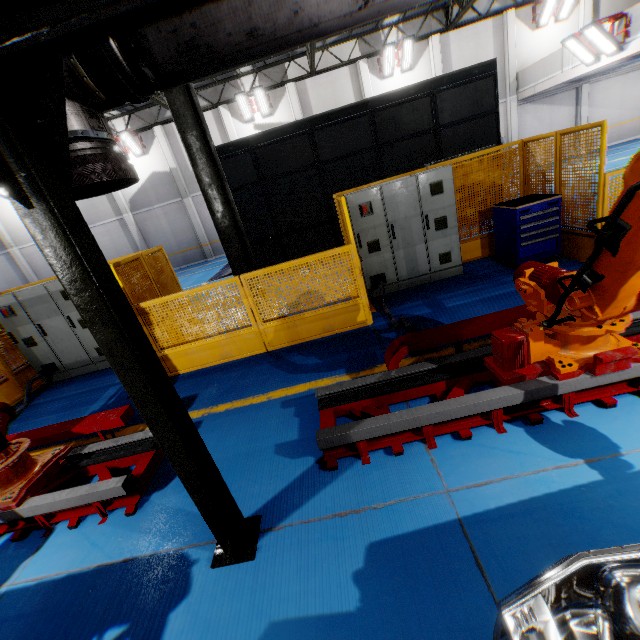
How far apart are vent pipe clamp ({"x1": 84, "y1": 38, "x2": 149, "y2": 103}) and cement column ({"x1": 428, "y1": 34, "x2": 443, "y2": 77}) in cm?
2099

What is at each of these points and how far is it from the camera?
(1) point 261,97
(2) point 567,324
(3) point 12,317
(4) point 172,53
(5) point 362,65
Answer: (1) light, 17.47m
(2) robot arm, 2.89m
(3) cabinet, 6.97m
(4) vent pipe, 1.62m
(5) cement column, 17.52m

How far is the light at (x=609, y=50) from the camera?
11.8m

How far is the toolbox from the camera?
5.74m

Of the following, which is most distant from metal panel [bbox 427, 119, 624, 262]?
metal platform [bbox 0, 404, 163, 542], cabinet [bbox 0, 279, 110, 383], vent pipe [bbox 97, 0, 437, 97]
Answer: vent pipe [bbox 97, 0, 437, 97]

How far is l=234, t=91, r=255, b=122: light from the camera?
17.2 meters

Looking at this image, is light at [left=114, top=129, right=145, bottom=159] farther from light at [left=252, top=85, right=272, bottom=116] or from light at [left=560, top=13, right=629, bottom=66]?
light at [left=560, top=13, right=629, bottom=66]

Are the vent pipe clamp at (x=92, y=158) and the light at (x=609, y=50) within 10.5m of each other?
no
